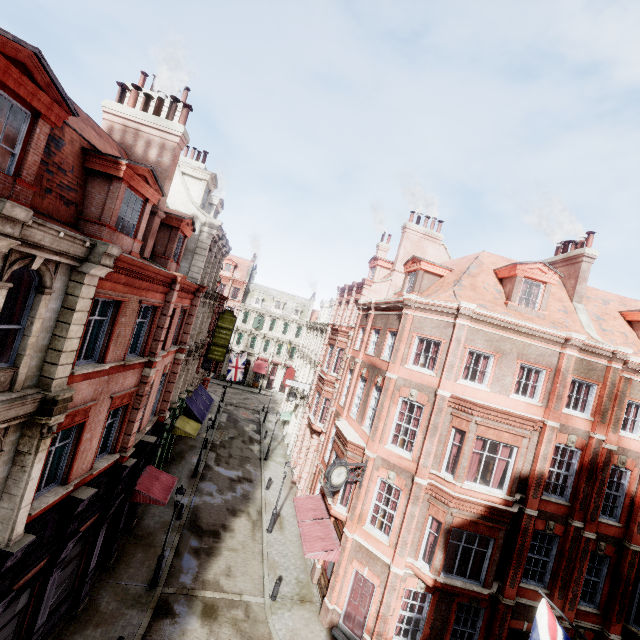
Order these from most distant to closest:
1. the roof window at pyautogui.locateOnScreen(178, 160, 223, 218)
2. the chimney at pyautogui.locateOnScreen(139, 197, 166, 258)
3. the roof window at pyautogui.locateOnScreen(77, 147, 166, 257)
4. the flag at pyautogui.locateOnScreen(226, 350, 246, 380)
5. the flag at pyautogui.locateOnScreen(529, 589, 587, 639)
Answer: the flag at pyautogui.locateOnScreen(226, 350, 246, 380) < the roof window at pyautogui.locateOnScreen(178, 160, 223, 218) < the chimney at pyautogui.locateOnScreen(139, 197, 166, 258) < the roof window at pyautogui.locateOnScreen(77, 147, 166, 257) < the flag at pyautogui.locateOnScreen(529, 589, 587, 639)

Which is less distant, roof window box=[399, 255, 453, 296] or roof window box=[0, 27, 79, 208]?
roof window box=[0, 27, 79, 208]

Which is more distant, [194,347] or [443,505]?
[194,347]

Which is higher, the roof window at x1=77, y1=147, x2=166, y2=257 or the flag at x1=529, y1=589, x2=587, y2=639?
the roof window at x1=77, y1=147, x2=166, y2=257

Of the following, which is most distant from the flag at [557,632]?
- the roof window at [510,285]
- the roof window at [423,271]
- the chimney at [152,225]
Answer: the chimney at [152,225]

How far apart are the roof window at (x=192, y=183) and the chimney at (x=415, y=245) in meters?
13.7 m

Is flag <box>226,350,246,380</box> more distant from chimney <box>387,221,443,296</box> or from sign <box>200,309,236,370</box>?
Result: chimney <box>387,221,443,296</box>

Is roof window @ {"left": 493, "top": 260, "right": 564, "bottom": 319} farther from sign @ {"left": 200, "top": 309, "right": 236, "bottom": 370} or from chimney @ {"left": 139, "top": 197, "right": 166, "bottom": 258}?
sign @ {"left": 200, "top": 309, "right": 236, "bottom": 370}
